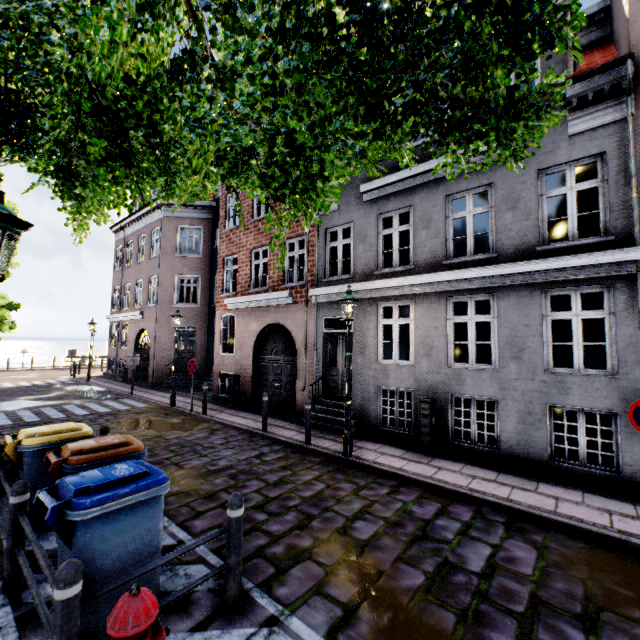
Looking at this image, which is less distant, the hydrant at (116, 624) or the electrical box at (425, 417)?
the hydrant at (116, 624)

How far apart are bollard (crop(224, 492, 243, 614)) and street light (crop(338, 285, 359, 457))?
4.29m

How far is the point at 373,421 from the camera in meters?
9.2 m

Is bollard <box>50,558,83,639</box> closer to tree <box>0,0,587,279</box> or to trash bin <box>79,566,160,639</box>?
trash bin <box>79,566,160,639</box>

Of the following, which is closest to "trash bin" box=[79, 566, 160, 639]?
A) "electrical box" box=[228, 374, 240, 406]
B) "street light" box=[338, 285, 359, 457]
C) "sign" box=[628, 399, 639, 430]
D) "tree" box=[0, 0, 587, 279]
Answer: "tree" box=[0, 0, 587, 279]

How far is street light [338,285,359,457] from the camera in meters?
7.4

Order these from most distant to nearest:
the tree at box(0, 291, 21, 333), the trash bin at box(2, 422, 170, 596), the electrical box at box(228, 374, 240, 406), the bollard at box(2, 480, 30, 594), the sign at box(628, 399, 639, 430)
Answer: the electrical box at box(228, 374, 240, 406)
the tree at box(0, 291, 21, 333)
the sign at box(628, 399, 639, 430)
the bollard at box(2, 480, 30, 594)
the trash bin at box(2, 422, 170, 596)

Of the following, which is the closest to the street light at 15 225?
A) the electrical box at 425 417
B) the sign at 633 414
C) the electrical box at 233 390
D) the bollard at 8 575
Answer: the bollard at 8 575
